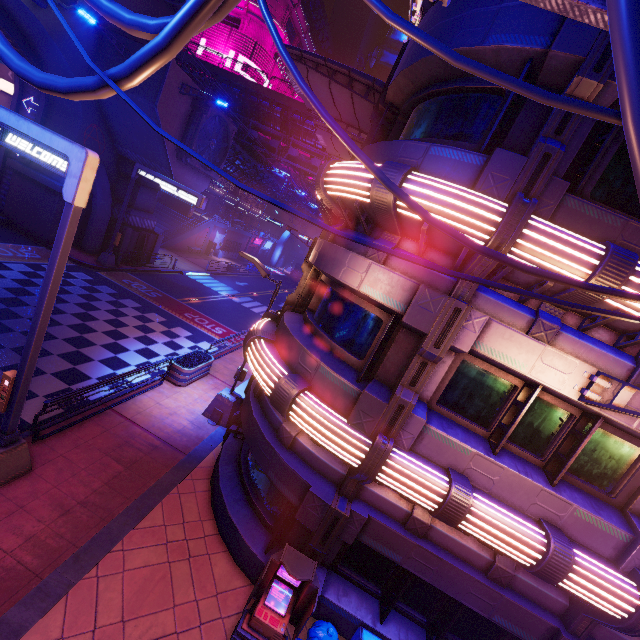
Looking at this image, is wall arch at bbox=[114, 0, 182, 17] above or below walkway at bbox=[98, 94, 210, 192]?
above

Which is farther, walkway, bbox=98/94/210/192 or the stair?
the stair

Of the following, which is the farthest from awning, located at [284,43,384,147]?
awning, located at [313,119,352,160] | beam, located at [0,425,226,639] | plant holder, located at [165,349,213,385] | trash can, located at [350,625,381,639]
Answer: trash can, located at [350,625,381,639]

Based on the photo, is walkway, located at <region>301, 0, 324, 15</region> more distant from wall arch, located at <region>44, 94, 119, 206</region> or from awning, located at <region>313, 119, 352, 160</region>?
awning, located at <region>313, 119, 352, 160</region>

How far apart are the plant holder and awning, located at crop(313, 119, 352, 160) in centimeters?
1178cm

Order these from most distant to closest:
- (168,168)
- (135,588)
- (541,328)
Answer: (168,168) < (135,588) < (541,328)

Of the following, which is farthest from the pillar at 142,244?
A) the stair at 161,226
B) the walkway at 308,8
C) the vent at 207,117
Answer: the walkway at 308,8

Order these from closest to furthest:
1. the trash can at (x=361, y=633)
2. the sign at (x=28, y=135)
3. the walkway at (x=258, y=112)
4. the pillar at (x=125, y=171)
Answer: the sign at (x=28, y=135)
the trash can at (x=361, y=633)
the pillar at (x=125, y=171)
the walkway at (x=258, y=112)
